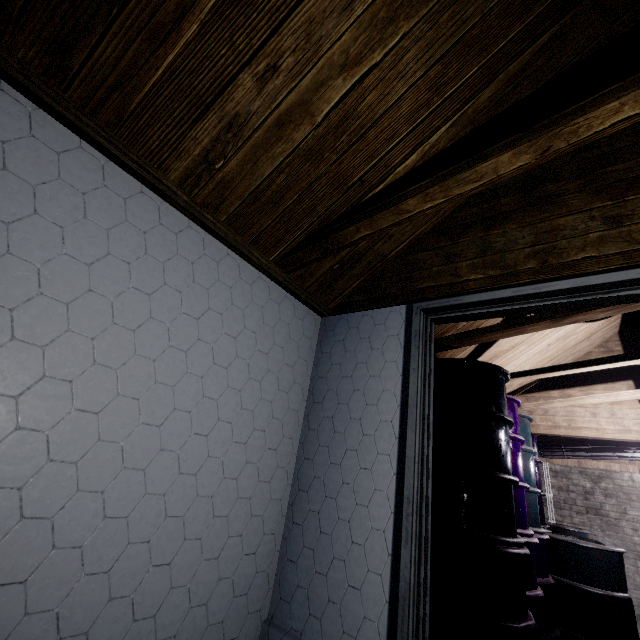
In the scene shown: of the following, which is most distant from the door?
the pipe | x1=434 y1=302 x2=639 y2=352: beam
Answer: the pipe

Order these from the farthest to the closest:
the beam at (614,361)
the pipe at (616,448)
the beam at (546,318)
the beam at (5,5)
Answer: the pipe at (616,448) → the beam at (614,361) → the beam at (546,318) → the beam at (5,5)

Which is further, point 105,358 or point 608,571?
point 608,571

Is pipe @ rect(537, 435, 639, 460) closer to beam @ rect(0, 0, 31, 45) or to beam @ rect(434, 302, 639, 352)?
beam @ rect(434, 302, 639, 352)

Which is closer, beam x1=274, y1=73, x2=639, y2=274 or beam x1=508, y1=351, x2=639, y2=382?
beam x1=274, y1=73, x2=639, y2=274

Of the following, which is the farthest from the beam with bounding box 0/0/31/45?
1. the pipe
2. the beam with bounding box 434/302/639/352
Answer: the pipe

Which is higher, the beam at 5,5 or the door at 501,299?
the beam at 5,5
